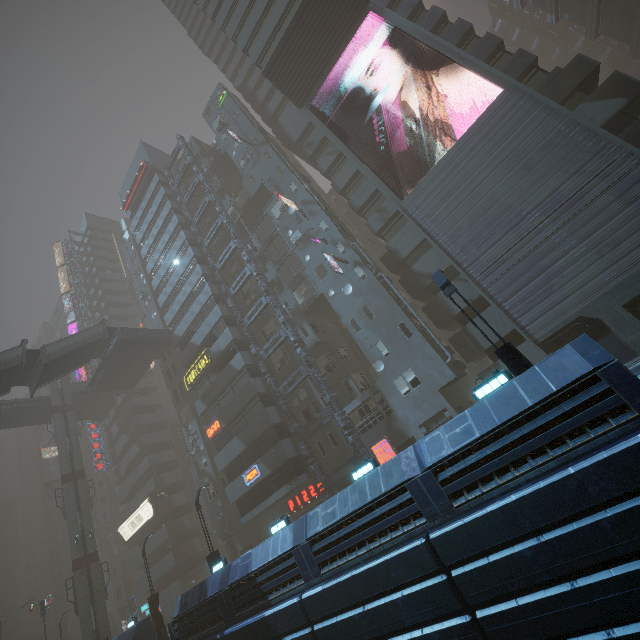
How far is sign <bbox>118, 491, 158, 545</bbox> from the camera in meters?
40.5 m

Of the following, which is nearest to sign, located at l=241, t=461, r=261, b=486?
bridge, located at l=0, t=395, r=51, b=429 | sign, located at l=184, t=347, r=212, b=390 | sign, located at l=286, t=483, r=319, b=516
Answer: sign, located at l=286, t=483, r=319, b=516

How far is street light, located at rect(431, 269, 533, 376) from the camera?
10.3m

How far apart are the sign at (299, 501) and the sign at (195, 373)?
14.24m

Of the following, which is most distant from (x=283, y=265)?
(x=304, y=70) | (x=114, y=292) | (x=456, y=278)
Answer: (x=114, y=292)

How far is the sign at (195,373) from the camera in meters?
32.2 m

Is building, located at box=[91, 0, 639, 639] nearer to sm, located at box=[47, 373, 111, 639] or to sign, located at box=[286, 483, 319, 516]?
sign, located at box=[286, 483, 319, 516]

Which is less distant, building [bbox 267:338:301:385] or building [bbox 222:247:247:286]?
building [bbox 267:338:301:385]
